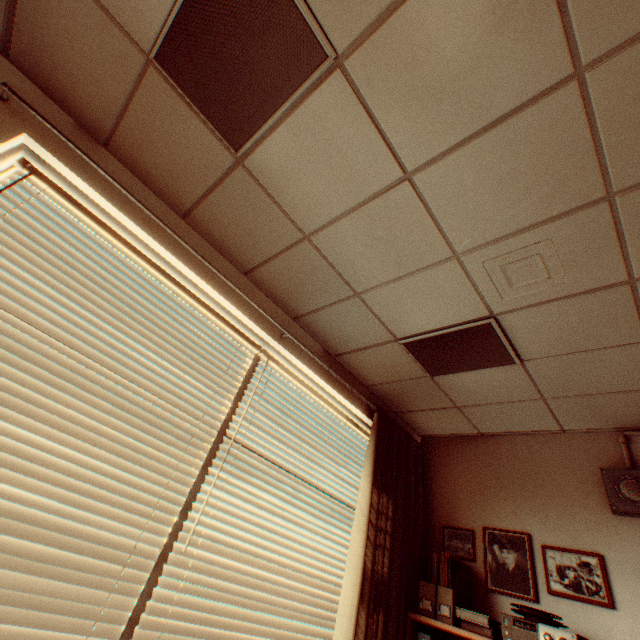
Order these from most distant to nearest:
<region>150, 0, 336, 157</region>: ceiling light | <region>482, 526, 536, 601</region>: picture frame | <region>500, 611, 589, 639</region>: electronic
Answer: <region>482, 526, 536, 601</region>: picture frame → <region>500, 611, 589, 639</region>: electronic → <region>150, 0, 336, 157</region>: ceiling light

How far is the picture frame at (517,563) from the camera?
2.38m

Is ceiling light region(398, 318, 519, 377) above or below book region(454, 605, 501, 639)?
above

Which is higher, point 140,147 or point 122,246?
point 140,147

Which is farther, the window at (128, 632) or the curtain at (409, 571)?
the curtain at (409, 571)

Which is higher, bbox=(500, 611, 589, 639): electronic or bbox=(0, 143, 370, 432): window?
bbox=(0, 143, 370, 432): window

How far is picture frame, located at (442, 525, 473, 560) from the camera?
2.7m

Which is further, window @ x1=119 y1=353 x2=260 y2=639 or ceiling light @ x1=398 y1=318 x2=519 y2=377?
ceiling light @ x1=398 y1=318 x2=519 y2=377
